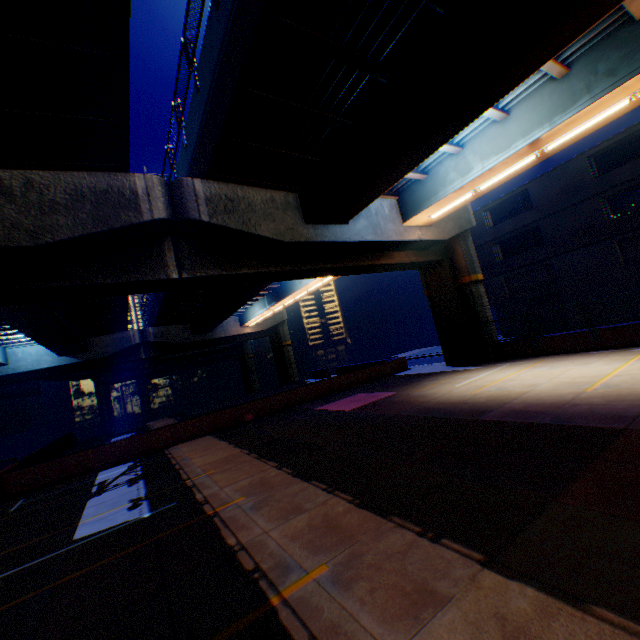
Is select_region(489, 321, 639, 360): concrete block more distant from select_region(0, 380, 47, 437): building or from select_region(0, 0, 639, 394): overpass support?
select_region(0, 380, 47, 437): building

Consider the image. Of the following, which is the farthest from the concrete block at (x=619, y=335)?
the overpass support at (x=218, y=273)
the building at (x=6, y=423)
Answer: the building at (x=6, y=423)

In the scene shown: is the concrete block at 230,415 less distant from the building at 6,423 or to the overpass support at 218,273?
the overpass support at 218,273

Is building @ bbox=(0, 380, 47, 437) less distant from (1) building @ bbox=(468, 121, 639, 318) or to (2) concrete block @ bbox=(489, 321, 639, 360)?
(2) concrete block @ bbox=(489, 321, 639, 360)

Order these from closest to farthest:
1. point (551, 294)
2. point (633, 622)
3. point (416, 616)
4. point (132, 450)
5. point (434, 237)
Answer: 1. point (633, 622)
2. point (416, 616)
3. point (132, 450)
4. point (434, 237)
5. point (551, 294)

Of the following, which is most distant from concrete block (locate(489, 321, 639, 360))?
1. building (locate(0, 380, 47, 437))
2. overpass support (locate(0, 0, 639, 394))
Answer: building (locate(0, 380, 47, 437))
